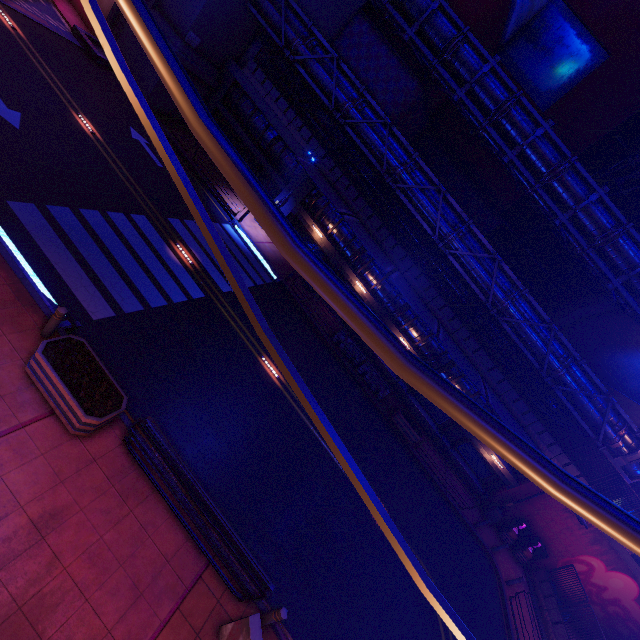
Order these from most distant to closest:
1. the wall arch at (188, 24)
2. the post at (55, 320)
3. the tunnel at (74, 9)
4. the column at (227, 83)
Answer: the column at (227, 83) → the wall arch at (188, 24) → the tunnel at (74, 9) → the post at (55, 320)

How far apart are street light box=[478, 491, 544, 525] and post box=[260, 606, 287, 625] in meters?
20.0

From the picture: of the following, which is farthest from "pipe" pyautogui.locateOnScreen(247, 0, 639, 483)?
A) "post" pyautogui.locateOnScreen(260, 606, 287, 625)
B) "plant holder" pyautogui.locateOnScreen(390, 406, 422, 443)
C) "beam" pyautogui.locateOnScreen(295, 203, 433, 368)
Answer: "post" pyautogui.locateOnScreen(260, 606, 287, 625)

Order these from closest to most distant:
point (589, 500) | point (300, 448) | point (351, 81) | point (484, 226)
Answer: point (589, 500) → point (300, 448) → point (351, 81) → point (484, 226)

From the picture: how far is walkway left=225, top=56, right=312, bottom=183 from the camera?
22.1m

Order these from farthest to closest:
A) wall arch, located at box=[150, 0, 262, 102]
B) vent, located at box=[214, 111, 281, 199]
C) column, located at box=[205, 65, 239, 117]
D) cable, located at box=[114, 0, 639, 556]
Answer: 1. vent, located at box=[214, 111, 281, 199]
2. column, located at box=[205, 65, 239, 117]
3. wall arch, located at box=[150, 0, 262, 102]
4. cable, located at box=[114, 0, 639, 556]

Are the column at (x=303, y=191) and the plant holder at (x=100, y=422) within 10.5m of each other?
no

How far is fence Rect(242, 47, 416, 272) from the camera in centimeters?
2138cm
